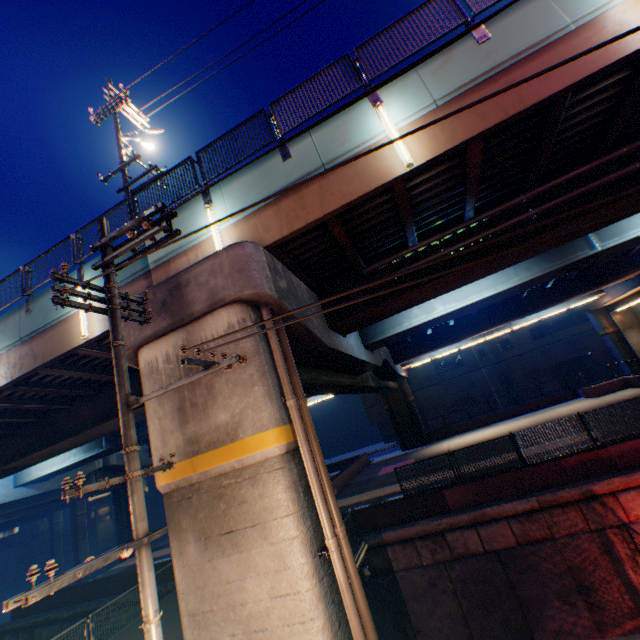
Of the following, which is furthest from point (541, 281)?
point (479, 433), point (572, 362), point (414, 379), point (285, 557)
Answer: point (572, 362)

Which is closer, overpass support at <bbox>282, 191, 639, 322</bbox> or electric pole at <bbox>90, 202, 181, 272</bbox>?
electric pole at <bbox>90, 202, 181, 272</bbox>

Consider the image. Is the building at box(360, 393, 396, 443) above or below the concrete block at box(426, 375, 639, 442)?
above

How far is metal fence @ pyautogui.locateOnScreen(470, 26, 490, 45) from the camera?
7.0 meters

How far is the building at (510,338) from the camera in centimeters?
3962cm

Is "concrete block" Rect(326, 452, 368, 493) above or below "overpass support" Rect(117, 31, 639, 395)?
below

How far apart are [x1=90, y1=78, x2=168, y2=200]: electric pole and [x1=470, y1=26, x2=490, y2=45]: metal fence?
11.33m
